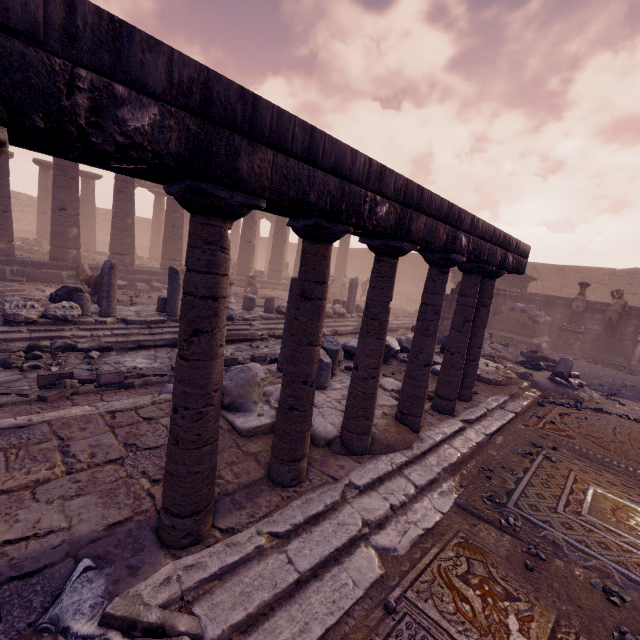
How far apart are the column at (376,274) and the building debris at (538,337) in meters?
13.5 m

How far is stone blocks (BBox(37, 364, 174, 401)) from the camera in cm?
484

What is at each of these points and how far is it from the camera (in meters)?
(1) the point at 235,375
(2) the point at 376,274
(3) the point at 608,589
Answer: (1) building debris, 4.44
(2) column, 3.55
(3) stone, 2.73

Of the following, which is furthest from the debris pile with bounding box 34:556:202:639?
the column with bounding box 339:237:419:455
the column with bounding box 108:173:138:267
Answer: the column with bounding box 108:173:138:267

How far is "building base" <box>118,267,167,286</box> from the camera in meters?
15.5

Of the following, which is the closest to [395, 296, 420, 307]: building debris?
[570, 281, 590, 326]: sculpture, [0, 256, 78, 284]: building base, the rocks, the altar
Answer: [0, 256, 78, 284]: building base

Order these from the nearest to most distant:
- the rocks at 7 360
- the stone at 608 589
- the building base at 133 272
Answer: the stone at 608 589, the rocks at 7 360, the building base at 133 272

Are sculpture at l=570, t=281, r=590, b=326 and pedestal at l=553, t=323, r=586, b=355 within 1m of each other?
yes
